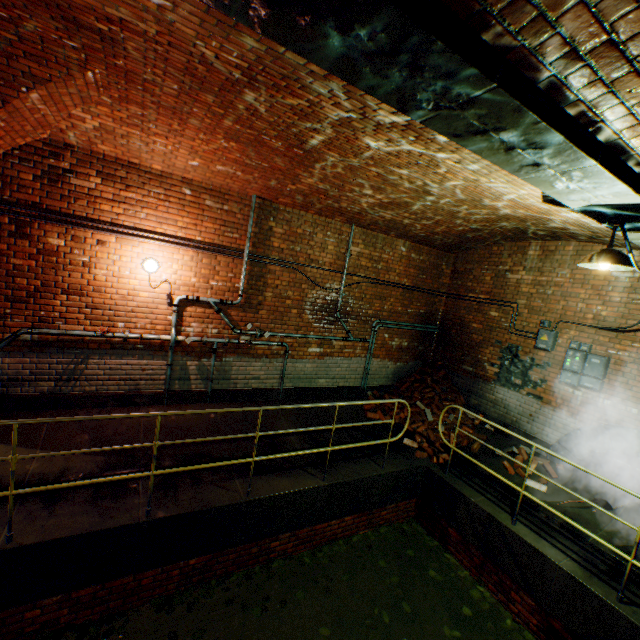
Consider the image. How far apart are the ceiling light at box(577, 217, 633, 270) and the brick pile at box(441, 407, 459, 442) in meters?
4.7 m

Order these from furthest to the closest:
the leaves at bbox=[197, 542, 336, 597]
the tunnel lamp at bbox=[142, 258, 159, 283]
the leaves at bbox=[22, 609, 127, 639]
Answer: the tunnel lamp at bbox=[142, 258, 159, 283] → the leaves at bbox=[197, 542, 336, 597] → the leaves at bbox=[22, 609, 127, 639]

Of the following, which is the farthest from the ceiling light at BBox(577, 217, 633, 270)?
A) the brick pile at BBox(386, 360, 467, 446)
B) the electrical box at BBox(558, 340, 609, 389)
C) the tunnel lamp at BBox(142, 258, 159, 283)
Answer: the tunnel lamp at BBox(142, 258, 159, 283)

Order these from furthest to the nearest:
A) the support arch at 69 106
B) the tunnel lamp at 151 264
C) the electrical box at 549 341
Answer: the electrical box at 549 341, the tunnel lamp at 151 264, the support arch at 69 106

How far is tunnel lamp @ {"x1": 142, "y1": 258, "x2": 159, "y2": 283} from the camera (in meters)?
5.25

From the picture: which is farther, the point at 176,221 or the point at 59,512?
the point at 176,221

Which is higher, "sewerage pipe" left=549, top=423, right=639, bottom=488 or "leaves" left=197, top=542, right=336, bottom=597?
"sewerage pipe" left=549, top=423, right=639, bottom=488

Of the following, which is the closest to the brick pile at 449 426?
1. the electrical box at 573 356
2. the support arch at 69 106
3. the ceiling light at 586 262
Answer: the electrical box at 573 356
